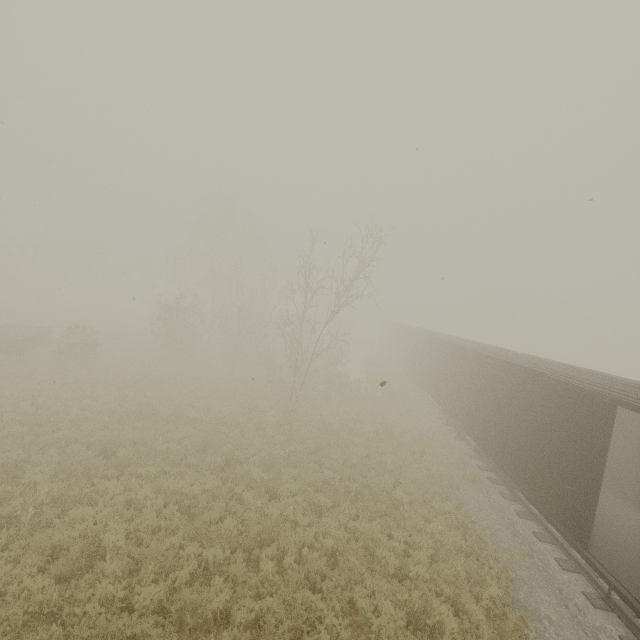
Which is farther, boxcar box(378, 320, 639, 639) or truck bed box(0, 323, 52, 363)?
truck bed box(0, 323, 52, 363)

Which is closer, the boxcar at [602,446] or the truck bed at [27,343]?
the boxcar at [602,446]

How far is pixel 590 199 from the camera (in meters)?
5.11

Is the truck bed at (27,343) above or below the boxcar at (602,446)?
below

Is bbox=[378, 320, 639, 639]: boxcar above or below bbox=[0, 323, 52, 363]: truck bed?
above
